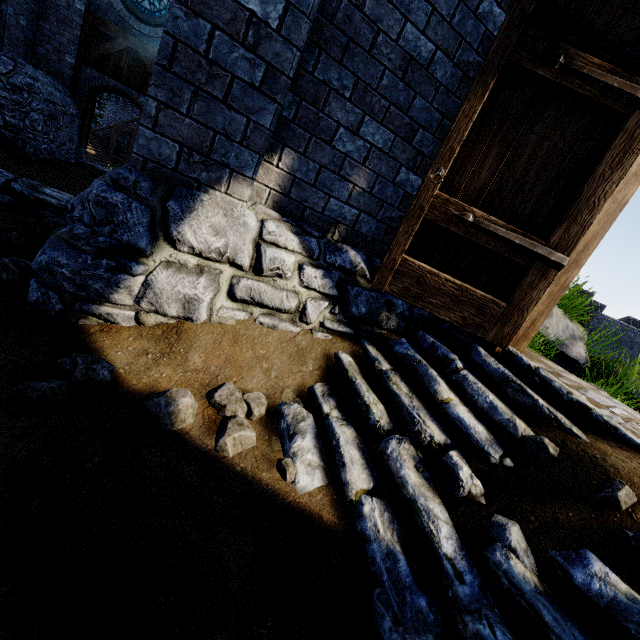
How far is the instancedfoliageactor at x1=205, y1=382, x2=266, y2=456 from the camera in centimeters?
183cm

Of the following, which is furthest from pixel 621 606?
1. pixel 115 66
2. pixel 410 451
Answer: pixel 115 66

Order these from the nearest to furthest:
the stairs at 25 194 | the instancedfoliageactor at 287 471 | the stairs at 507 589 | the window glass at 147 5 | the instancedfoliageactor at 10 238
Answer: the stairs at 507 589 → the instancedfoliageactor at 287 471 → the instancedfoliageactor at 10 238 → the stairs at 25 194 → the window glass at 147 5

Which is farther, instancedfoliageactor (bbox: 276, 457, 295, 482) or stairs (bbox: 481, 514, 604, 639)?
instancedfoliageactor (bbox: 276, 457, 295, 482)

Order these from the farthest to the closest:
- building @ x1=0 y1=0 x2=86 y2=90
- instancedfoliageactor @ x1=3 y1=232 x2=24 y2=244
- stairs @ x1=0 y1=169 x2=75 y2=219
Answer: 1. building @ x1=0 y1=0 x2=86 y2=90
2. stairs @ x1=0 y1=169 x2=75 y2=219
3. instancedfoliageactor @ x1=3 y1=232 x2=24 y2=244

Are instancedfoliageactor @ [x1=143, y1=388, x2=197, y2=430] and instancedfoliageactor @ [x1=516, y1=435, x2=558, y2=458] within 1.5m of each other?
no

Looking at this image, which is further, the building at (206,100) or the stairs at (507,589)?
the building at (206,100)

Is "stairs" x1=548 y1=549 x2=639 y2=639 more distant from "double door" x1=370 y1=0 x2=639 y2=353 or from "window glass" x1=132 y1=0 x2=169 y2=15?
"window glass" x1=132 y1=0 x2=169 y2=15
